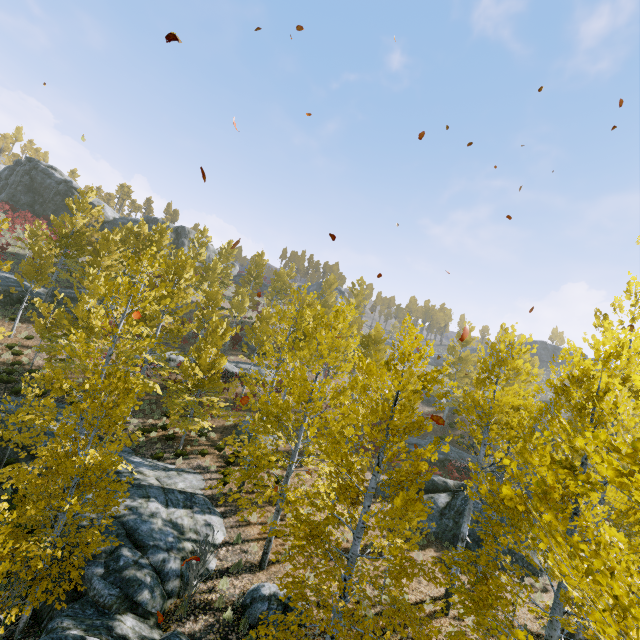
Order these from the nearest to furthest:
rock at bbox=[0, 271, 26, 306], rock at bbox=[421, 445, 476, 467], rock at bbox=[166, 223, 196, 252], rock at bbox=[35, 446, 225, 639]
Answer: rock at bbox=[35, 446, 225, 639] < rock at bbox=[0, 271, 26, 306] < rock at bbox=[421, 445, 476, 467] < rock at bbox=[166, 223, 196, 252]

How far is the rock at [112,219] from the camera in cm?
4723

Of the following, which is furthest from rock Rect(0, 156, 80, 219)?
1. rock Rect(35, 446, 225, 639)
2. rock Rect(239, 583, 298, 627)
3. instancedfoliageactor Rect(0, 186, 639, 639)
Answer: rock Rect(239, 583, 298, 627)

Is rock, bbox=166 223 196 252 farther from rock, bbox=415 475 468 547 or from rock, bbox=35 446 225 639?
rock, bbox=415 475 468 547

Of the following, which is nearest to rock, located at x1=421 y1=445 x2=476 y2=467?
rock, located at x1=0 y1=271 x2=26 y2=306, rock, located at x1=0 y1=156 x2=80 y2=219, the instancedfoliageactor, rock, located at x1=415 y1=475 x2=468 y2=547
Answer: the instancedfoliageactor

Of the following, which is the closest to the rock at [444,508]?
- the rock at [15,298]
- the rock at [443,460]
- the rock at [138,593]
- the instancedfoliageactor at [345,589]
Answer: the instancedfoliageactor at [345,589]

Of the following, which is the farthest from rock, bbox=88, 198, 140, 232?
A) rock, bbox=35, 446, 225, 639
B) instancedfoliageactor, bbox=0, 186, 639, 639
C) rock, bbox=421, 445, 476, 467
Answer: rock, bbox=421, 445, 476, 467

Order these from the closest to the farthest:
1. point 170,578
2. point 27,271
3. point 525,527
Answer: point 525,527, point 170,578, point 27,271
